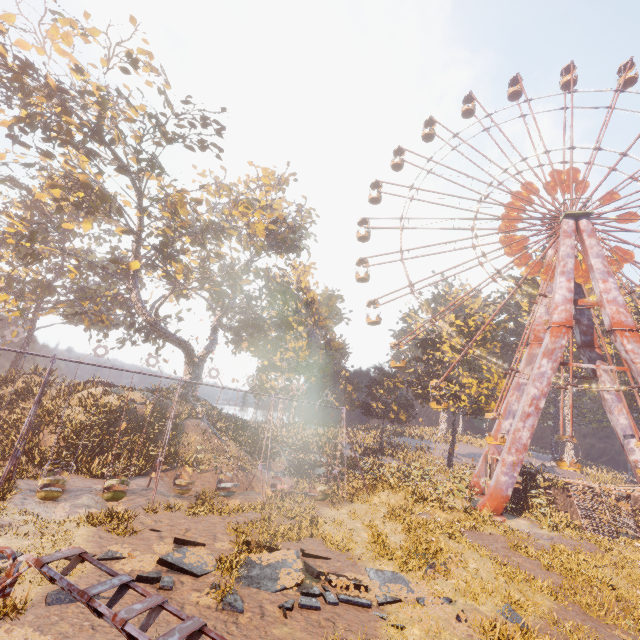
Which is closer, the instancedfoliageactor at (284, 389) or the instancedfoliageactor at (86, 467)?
the instancedfoliageactor at (86, 467)

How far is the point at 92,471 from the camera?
17.9 meters

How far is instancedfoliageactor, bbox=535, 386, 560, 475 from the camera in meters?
50.2 m

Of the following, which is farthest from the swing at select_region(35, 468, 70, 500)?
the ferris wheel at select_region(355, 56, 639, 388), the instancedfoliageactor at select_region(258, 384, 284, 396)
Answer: the instancedfoliageactor at select_region(258, 384, 284, 396)

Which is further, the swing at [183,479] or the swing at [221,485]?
the swing at [221,485]

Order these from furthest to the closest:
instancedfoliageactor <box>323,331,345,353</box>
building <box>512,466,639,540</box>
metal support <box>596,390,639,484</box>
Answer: instancedfoliageactor <box>323,331,345,353</box>
metal support <box>596,390,639,484</box>
building <box>512,466,639,540</box>

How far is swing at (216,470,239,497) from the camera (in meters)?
18.66

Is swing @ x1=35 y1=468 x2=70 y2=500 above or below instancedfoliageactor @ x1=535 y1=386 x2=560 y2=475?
below
